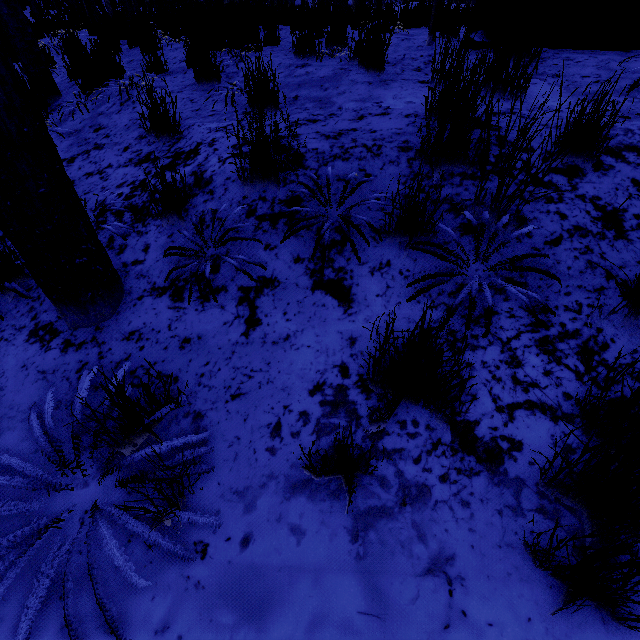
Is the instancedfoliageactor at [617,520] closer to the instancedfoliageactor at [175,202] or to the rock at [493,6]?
the instancedfoliageactor at [175,202]

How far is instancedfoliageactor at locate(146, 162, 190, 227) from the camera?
1.9 meters

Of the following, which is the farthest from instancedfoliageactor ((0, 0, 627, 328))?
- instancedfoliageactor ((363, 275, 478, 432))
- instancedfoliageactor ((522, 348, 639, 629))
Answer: instancedfoliageactor ((522, 348, 639, 629))

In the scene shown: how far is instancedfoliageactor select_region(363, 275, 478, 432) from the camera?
1.08m

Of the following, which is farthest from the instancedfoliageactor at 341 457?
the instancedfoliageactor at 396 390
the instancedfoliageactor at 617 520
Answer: the instancedfoliageactor at 617 520

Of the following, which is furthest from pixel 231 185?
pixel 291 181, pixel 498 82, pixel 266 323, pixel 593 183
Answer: pixel 593 183
